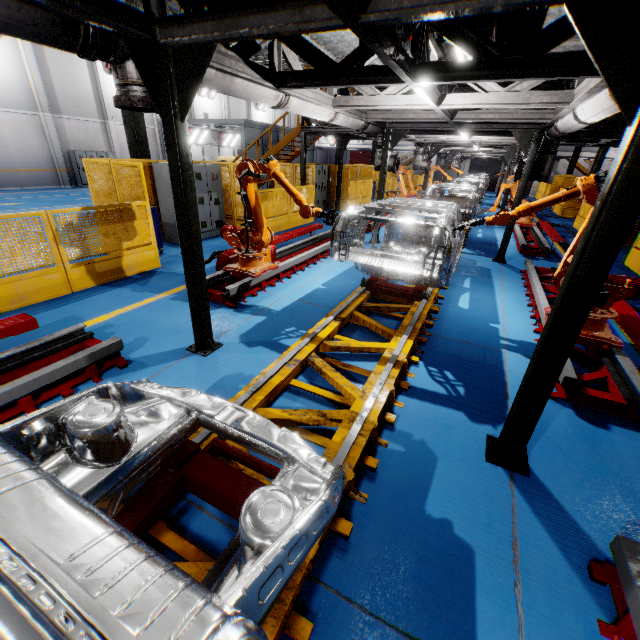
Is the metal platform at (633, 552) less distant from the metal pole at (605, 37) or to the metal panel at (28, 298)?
the metal pole at (605, 37)

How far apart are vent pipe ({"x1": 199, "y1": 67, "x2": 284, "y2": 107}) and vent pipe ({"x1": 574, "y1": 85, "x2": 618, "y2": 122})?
3.64m

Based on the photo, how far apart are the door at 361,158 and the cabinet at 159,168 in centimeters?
4451cm

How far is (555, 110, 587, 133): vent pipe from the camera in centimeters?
545cm

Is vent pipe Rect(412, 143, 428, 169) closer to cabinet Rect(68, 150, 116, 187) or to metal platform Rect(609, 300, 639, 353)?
metal platform Rect(609, 300, 639, 353)

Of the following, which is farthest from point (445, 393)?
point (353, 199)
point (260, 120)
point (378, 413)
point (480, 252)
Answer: point (260, 120)

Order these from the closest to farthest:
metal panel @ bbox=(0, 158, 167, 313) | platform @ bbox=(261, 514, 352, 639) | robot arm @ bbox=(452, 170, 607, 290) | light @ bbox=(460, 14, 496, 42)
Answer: platform @ bbox=(261, 514, 352, 639), light @ bbox=(460, 14, 496, 42), robot arm @ bbox=(452, 170, 607, 290), metal panel @ bbox=(0, 158, 167, 313)

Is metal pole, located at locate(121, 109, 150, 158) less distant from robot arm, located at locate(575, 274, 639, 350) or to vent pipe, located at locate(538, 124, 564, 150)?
robot arm, located at locate(575, 274, 639, 350)
